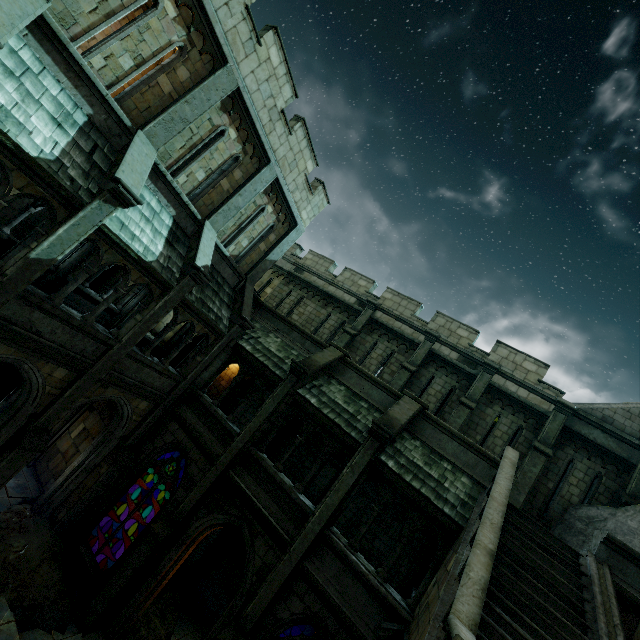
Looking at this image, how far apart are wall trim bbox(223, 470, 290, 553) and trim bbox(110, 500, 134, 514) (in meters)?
6.55

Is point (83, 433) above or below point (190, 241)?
below

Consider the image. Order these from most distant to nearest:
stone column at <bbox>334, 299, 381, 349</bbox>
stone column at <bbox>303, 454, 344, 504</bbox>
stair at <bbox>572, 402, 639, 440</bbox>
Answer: stone column at <bbox>334, 299, 381, 349</bbox> < stone column at <bbox>303, 454, 344, 504</bbox> < stair at <bbox>572, 402, 639, 440</bbox>

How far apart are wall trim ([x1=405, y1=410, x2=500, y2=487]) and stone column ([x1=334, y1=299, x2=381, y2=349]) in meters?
5.4 m

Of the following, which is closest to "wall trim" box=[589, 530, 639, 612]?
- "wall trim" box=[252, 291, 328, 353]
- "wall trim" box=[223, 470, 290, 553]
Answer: "wall trim" box=[223, 470, 290, 553]

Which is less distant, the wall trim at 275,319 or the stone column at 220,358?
the stone column at 220,358

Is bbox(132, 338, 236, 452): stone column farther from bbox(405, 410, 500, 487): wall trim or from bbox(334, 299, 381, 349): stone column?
bbox(405, 410, 500, 487): wall trim

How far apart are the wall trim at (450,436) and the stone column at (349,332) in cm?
545
